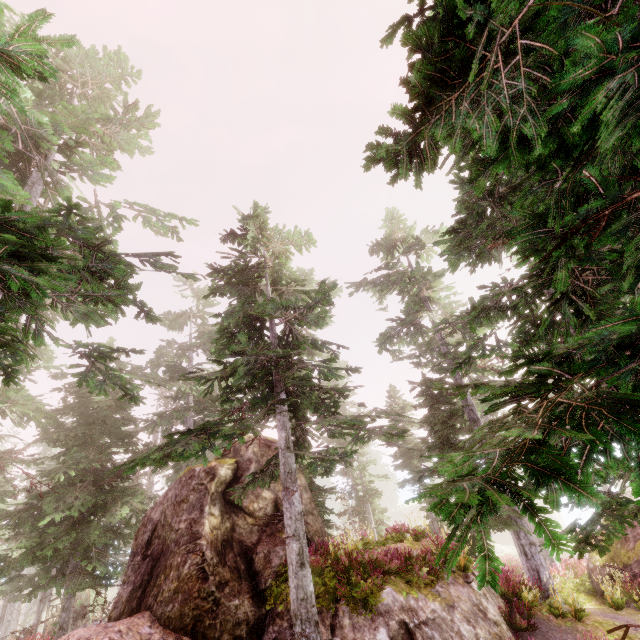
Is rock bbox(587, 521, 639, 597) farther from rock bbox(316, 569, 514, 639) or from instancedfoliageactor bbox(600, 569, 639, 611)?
rock bbox(316, 569, 514, 639)

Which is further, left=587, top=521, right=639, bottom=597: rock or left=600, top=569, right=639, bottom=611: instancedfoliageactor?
left=587, top=521, right=639, bottom=597: rock

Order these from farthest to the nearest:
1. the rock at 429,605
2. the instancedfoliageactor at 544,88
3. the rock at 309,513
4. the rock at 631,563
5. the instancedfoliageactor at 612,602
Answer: the rock at 631,563, the rock at 309,513, the instancedfoliageactor at 612,602, the rock at 429,605, the instancedfoliageactor at 544,88

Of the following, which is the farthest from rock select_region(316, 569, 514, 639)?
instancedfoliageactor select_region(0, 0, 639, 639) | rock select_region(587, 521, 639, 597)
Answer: rock select_region(587, 521, 639, 597)

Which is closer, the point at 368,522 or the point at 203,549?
the point at 203,549

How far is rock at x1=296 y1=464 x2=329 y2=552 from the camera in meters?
11.9 m

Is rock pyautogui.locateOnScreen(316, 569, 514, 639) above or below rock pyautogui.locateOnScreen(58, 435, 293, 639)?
Answer: below

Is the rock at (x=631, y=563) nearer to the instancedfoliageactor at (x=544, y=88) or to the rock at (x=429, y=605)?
the instancedfoliageactor at (x=544, y=88)
